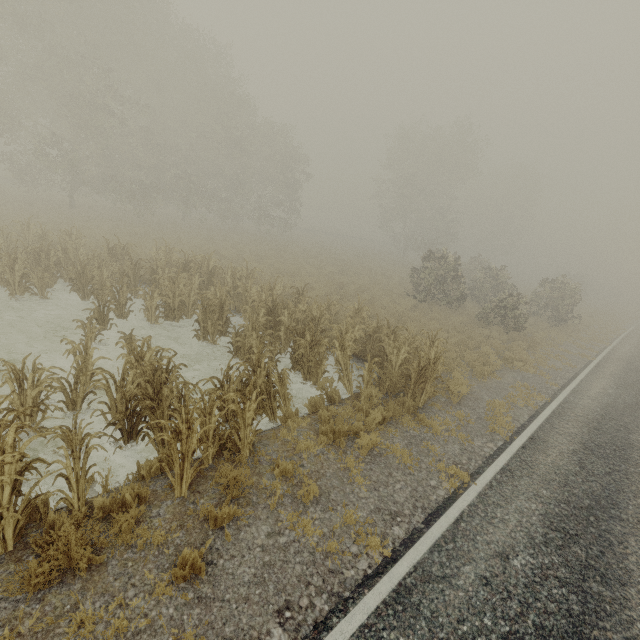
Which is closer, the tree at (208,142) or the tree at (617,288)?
the tree at (208,142)

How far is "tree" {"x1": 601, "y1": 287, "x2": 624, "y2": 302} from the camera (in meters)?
54.00

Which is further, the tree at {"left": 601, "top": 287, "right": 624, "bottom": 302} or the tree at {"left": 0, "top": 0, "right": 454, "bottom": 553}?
the tree at {"left": 601, "top": 287, "right": 624, "bottom": 302}

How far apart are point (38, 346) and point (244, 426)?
7.66m

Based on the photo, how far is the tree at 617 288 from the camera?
54.00m
